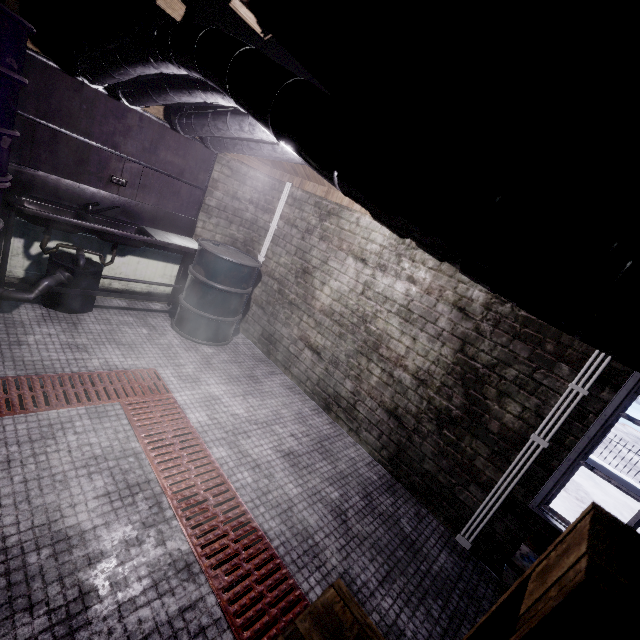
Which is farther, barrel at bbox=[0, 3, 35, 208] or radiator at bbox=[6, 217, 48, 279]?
radiator at bbox=[6, 217, 48, 279]

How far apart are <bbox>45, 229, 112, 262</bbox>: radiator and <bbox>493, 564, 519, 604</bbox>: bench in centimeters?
418cm

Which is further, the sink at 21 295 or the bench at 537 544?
the sink at 21 295

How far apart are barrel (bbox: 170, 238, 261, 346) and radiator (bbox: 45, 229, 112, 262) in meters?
Result: 0.4 m

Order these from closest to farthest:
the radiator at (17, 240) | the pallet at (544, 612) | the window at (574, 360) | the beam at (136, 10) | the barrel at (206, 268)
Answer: the pallet at (544, 612), the beam at (136, 10), the window at (574, 360), the radiator at (17, 240), the barrel at (206, 268)

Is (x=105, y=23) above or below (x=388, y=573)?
above

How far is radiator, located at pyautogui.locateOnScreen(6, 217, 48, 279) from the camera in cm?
286

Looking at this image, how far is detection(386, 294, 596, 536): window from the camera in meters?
2.2 m
